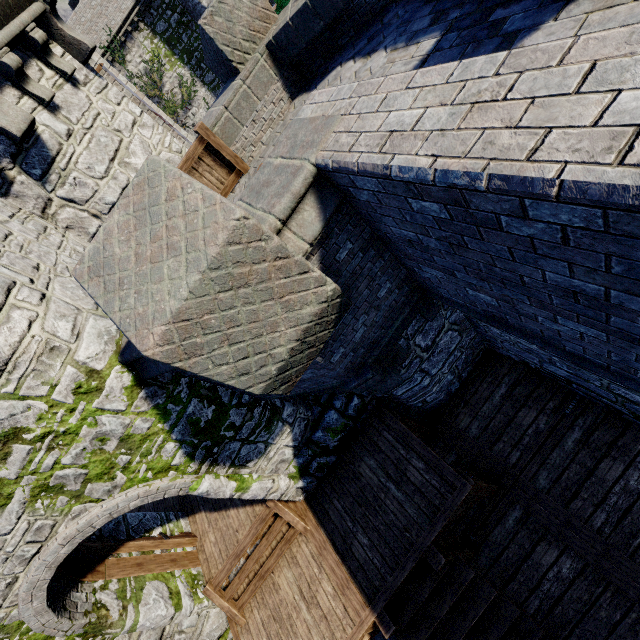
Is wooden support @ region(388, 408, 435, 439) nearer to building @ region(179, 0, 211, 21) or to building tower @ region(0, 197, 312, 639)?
building tower @ region(0, 197, 312, 639)

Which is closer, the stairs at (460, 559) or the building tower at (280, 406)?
the building tower at (280, 406)

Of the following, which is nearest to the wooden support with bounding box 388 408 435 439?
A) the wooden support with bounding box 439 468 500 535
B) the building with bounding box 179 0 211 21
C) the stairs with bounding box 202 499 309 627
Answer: the wooden support with bounding box 439 468 500 535

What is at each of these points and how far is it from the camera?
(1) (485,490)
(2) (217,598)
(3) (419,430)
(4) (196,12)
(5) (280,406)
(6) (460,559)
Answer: (1) wooden support, 6.10m
(2) stairs, 7.10m
(3) wooden support, 7.50m
(4) building, 28.42m
(5) building tower, 6.32m
(6) stairs, 5.46m

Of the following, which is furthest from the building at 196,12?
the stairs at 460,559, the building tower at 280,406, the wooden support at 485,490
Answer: the stairs at 460,559

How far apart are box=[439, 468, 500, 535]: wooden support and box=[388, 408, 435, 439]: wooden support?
1.4 meters

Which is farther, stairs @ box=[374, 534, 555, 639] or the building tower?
stairs @ box=[374, 534, 555, 639]

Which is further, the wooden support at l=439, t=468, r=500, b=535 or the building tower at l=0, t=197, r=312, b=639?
the wooden support at l=439, t=468, r=500, b=535
